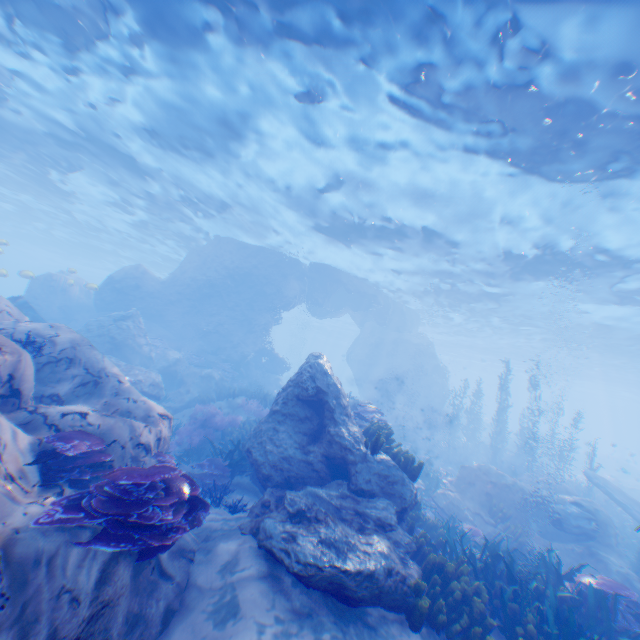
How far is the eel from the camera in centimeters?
1050cm

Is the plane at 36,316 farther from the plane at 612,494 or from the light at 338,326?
the plane at 612,494

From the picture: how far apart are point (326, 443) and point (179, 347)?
17.73m

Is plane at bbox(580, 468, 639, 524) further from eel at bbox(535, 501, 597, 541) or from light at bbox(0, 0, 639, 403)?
light at bbox(0, 0, 639, 403)

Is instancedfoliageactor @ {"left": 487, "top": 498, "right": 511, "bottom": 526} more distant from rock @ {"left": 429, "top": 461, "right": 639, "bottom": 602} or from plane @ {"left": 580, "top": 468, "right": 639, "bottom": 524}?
plane @ {"left": 580, "top": 468, "right": 639, "bottom": 524}

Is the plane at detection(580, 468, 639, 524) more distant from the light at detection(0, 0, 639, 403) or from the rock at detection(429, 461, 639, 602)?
the light at detection(0, 0, 639, 403)

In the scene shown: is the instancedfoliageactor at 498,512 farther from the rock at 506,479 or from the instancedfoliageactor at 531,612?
the instancedfoliageactor at 531,612

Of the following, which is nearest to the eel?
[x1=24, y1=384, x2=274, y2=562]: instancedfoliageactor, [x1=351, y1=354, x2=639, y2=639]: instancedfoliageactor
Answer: [x1=351, y1=354, x2=639, y2=639]: instancedfoliageactor
